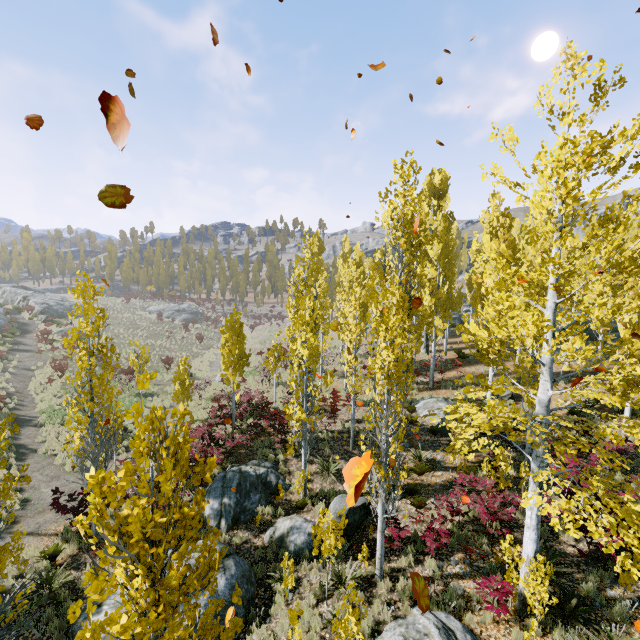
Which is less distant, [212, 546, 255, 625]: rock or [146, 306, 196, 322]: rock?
[212, 546, 255, 625]: rock

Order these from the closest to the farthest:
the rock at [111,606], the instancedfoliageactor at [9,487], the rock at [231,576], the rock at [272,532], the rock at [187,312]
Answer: the instancedfoliageactor at [9,487]
the rock at [111,606]
the rock at [231,576]
the rock at [272,532]
the rock at [187,312]

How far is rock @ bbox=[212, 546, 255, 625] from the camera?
8.1m

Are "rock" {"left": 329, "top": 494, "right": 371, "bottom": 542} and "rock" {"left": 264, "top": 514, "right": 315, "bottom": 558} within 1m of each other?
yes

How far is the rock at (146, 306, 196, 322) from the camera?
55.7 meters

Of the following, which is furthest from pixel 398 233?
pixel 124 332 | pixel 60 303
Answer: pixel 60 303

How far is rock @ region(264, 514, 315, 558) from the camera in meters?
10.4 m

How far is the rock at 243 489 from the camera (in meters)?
11.51
